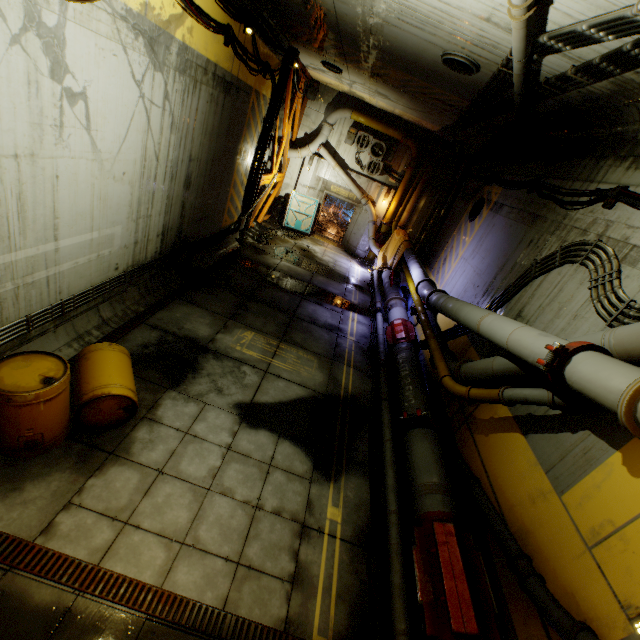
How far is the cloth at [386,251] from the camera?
14.38m

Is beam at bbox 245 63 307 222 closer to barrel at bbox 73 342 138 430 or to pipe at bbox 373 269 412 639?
pipe at bbox 373 269 412 639

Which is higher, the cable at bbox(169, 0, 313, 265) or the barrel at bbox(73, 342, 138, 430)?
the cable at bbox(169, 0, 313, 265)

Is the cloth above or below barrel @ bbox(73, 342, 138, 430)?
above

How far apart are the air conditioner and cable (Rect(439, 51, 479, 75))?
9.82m

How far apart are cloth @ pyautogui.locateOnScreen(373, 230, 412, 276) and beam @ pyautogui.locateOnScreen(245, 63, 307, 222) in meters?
6.4 m

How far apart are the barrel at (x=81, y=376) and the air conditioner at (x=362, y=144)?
15.14m

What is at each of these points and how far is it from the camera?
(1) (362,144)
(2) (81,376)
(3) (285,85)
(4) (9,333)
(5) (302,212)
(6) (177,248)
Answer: (1) air conditioner, 16.5m
(2) barrel, 4.8m
(3) beam, 12.2m
(4) pipe, 4.8m
(5) door, 17.9m
(6) cable, 8.6m
